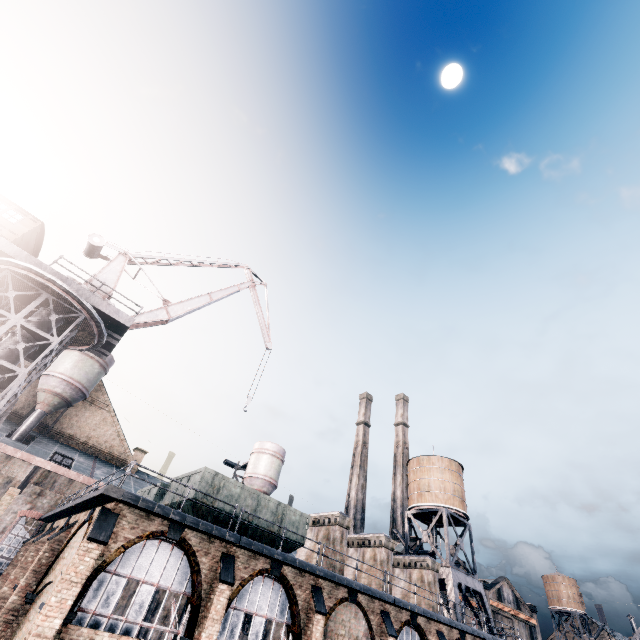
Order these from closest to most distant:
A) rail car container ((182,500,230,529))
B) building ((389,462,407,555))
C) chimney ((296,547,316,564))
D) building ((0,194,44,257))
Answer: rail car container ((182,500,230,529)) < building ((0,194,44,257)) < chimney ((296,547,316,564)) < building ((389,462,407,555))

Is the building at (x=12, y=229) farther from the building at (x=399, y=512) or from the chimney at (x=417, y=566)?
the building at (x=399, y=512)

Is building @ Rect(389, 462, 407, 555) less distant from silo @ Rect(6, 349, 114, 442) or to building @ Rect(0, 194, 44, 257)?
silo @ Rect(6, 349, 114, 442)

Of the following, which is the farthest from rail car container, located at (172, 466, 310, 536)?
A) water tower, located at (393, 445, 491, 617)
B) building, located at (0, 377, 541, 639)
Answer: water tower, located at (393, 445, 491, 617)

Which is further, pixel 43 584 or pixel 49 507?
pixel 49 507

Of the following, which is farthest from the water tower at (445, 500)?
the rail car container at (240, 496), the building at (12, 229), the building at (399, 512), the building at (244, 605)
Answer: the building at (12, 229)

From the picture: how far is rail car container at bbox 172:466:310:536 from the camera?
17.9m

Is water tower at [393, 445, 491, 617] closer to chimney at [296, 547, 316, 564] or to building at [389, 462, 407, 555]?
building at [389, 462, 407, 555]
